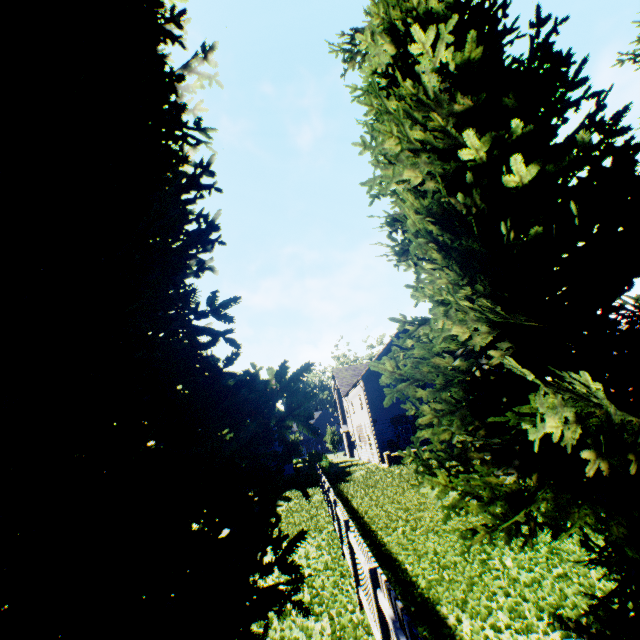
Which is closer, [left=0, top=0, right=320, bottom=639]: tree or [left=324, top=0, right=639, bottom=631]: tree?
[left=0, top=0, right=320, bottom=639]: tree

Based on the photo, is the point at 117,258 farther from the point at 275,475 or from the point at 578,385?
the point at 578,385

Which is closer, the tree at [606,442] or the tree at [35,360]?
the tree at [35,360]
